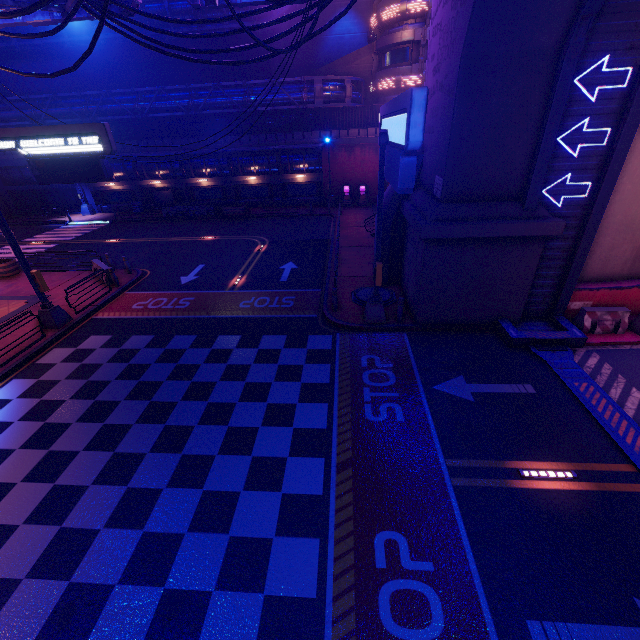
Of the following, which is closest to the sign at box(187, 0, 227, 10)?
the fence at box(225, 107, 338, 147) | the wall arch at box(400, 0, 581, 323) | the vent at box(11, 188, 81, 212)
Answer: the wall arch at box(400, 0, 581, 323)

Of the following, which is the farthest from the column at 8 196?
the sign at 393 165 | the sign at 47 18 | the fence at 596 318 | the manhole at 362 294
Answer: the fence at 596 318

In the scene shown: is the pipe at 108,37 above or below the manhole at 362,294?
above

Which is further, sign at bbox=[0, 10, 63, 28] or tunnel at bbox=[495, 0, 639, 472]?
sign at bbox=[0, 10, 63, 28]

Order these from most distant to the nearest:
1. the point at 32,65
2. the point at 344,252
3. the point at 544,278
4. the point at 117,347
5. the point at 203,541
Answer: the point at 32,65 < the point at 344,252 < the point at 117,347 < the point at 544,278 < the point at 203,541

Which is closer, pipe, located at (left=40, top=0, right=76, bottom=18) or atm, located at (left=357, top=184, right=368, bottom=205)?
pipe, located at (left=40, top=0, right=76, bottom=18)

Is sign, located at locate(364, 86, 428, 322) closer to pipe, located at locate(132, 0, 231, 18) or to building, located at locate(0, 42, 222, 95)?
pipe, located at locate(132, 0, 231, 18)

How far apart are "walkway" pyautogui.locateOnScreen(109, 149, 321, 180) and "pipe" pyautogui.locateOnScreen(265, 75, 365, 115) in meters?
2.8
